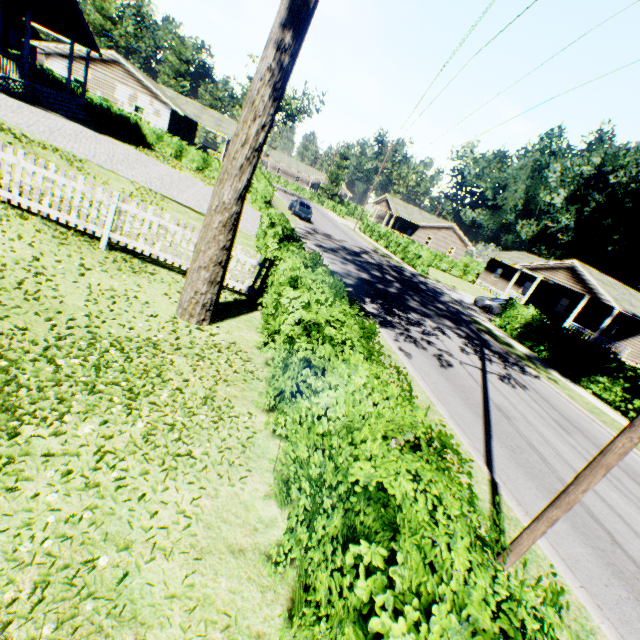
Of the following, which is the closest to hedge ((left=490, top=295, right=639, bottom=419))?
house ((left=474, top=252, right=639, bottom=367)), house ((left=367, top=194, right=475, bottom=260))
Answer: house ((left=474, top=252, right=639, bottom=367))

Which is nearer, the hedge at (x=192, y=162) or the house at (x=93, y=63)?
the house at (x=93, y=63)

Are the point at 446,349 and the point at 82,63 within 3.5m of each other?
no

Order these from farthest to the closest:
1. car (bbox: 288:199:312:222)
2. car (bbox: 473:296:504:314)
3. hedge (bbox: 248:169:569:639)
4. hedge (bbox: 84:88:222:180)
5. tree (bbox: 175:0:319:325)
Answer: car (bbox: 288:199:312:222) → hedge (bbox: 84:88:222:180) → car (bbox: 473:296:504:314) → tree (bbox: 175:0:319:325) → hedge (bbox: 248:169:569:639)

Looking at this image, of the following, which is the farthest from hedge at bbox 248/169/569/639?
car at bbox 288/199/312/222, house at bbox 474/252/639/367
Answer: car at bbox 288/199/312/222

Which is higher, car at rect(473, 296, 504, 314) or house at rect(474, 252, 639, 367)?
house at rect(474, 252, 639, 367)

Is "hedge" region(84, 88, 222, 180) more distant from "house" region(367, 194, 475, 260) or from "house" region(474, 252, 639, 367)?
"house" region(474, 252, 639, 367)

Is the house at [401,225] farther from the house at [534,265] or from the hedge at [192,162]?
the hedge at [192,162]
